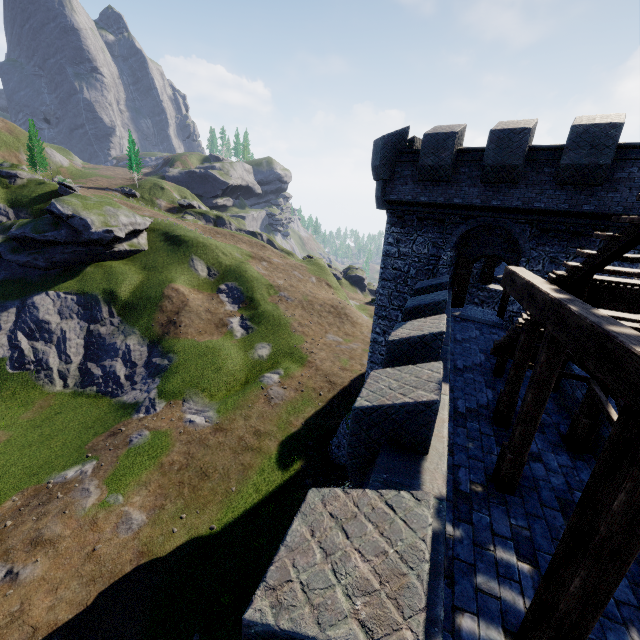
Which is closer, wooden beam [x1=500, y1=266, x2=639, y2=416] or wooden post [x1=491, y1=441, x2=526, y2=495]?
wooden beam [x1=500, y1=266, x2=639, y2=416]

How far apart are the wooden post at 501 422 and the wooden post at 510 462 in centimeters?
161cm

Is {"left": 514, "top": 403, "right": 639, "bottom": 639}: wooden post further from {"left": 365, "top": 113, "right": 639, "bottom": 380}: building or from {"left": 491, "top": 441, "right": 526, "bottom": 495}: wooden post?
{"left": 365, "top": 113, "right": 639, "bottom": 380}: building

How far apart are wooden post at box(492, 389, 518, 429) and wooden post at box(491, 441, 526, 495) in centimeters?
161cm

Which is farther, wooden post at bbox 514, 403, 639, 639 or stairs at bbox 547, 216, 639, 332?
stairs at bbox 547, 216, 639, 332

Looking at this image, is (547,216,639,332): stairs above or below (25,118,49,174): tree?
below

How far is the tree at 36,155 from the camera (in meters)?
53.56

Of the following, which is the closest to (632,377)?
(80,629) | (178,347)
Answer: (80,629)
